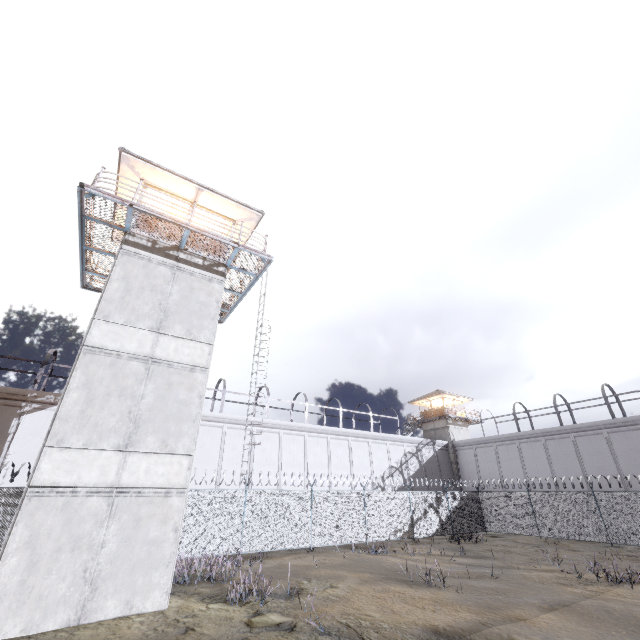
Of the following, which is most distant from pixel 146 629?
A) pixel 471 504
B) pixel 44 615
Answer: pixel 471 504

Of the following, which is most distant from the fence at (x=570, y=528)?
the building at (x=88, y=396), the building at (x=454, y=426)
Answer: the building at (x=454, y=426)

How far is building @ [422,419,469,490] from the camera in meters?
37.4

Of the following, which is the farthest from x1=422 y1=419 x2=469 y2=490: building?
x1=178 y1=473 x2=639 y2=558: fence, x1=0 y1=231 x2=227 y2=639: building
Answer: x1=0 y1=231 x2=227 y2=639: building

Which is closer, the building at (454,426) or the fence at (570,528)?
the fence at (570,528)

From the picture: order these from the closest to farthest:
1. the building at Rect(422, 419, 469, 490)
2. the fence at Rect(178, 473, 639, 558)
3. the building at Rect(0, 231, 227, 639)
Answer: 1. the building at Rect(0, 231, 227, 639)
2. the fence at Rect(178, 473, 639, 558)
3. the building at Rect(422, 419, 469, 490)

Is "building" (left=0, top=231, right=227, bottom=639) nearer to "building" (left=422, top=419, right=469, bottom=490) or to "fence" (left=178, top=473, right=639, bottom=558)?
"fence" (left=178, top=473, right=639, bottom=558)
